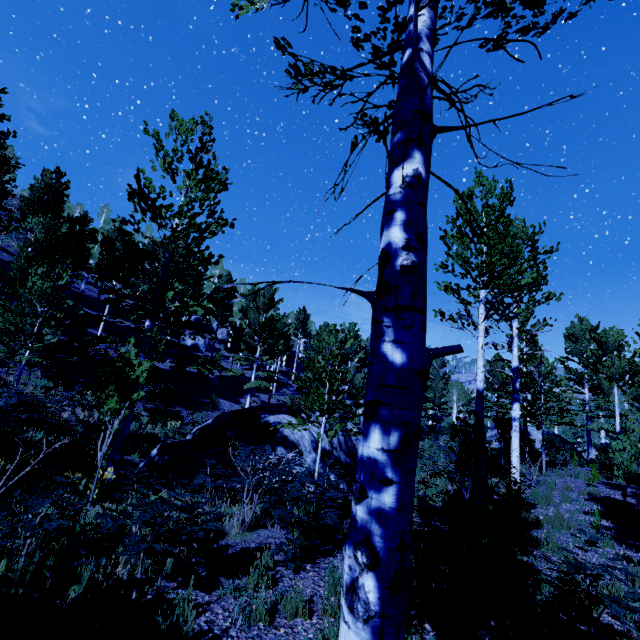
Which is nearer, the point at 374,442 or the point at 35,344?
the point at 374,442

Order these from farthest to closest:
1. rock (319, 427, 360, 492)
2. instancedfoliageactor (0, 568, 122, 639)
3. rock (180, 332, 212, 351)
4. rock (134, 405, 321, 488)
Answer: rock (180, 332, 212, 351) → rock (319, 427, 360, 492) → rock (134, 405, 321, 488) → instancedfoliageactor (0, 568, 122, 639)

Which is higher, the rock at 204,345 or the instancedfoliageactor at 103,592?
the rock at 204,345

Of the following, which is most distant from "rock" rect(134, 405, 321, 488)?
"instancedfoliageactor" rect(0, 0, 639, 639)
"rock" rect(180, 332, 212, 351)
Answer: "rock" rect(180, 332, 212, 351)

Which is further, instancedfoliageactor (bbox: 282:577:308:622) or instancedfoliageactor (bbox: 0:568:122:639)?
instancedfoliageactor (bbox: 282:577:308:622)

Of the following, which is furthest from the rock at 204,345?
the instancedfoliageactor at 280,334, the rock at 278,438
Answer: the rock at 278,438
